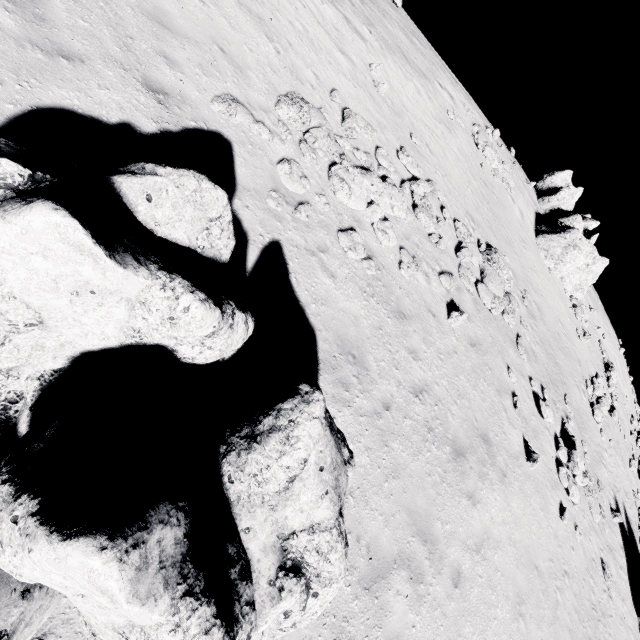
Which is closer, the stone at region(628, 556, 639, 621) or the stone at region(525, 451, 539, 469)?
the stone at region(525, 451, 539, 469)

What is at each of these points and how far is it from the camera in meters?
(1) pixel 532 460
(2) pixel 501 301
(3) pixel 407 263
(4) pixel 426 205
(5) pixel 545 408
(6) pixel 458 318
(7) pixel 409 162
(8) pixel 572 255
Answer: (1) stone, 11.5 m
(2) stone, 13.9 m
(3) stone, 10.4 m
(4) stone, 12.3 m
(5) stone, 13.5 m
(6) stone, 10.9 m
(7) stone, 12.8 m
(8) stone, 21.1 m

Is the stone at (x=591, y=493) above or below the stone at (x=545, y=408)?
below

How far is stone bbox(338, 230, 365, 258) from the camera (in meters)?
8.56

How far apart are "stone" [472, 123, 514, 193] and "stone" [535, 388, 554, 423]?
14.9m

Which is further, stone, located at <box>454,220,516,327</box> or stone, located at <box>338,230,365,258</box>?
stone, located at <box>454,220,516,327</box>

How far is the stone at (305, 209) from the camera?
7.9 meters

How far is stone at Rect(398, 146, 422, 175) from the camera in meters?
12.7
